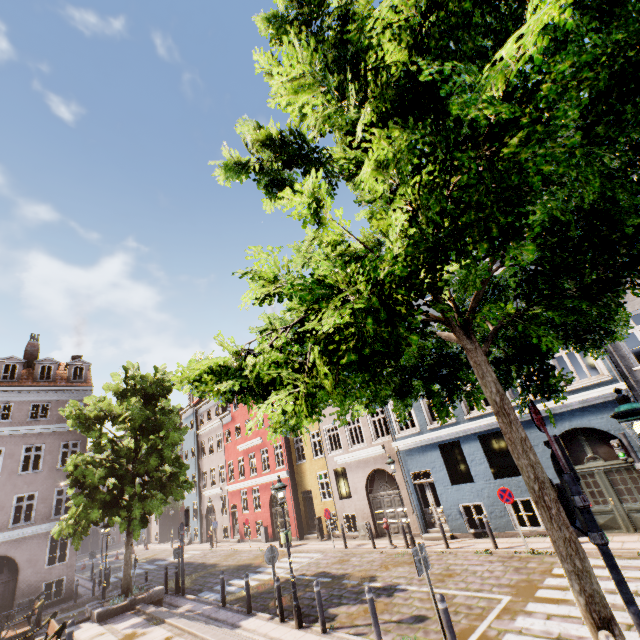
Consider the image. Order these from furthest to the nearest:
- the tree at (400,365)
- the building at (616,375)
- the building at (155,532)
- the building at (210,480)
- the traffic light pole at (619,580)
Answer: the building at (155,532)
the building at (210,480)
the building at (616,375)
the traffic light pole at (619,580)
the tree at (400,365)

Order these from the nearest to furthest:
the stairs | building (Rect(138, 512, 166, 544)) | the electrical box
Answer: the stairs → the electrical box → building (Rect(138, 512, 166, 544))

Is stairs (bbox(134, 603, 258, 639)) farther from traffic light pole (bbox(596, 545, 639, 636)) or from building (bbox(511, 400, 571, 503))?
building (bbox(511, 400, 571, 503))

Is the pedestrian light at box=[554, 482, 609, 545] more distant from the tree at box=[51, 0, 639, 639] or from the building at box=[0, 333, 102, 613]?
the building at box=[0, 333, 102, 613]

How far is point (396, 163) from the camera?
2.7m

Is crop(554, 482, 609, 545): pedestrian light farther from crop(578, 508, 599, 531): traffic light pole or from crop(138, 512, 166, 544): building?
crop(138, 512, 166, 544): building

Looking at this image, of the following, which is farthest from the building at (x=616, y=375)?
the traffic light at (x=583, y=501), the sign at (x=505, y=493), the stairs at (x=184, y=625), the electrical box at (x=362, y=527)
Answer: the stairs at (x=184, y=625)

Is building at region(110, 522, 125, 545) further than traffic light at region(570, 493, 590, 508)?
Yes
